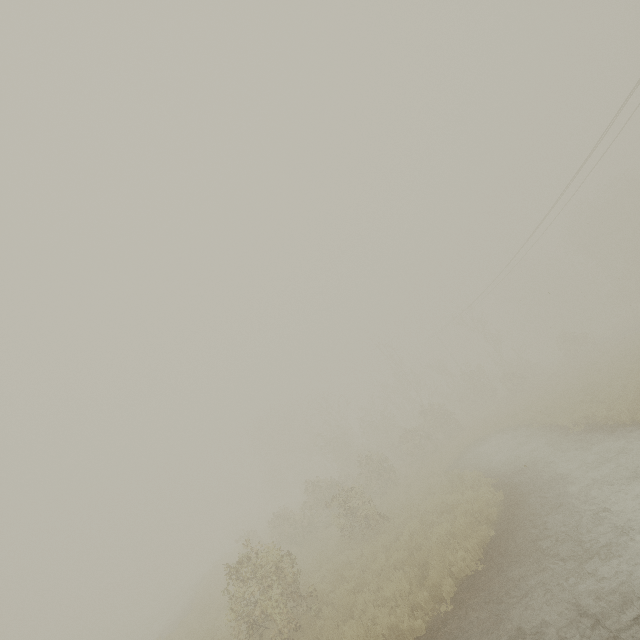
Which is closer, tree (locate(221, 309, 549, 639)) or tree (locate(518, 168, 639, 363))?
tree (locate(221, 309, 549, 639))

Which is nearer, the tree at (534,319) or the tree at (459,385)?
the tree at (459,385)

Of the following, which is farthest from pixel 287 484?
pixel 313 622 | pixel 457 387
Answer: pixel 313 622
